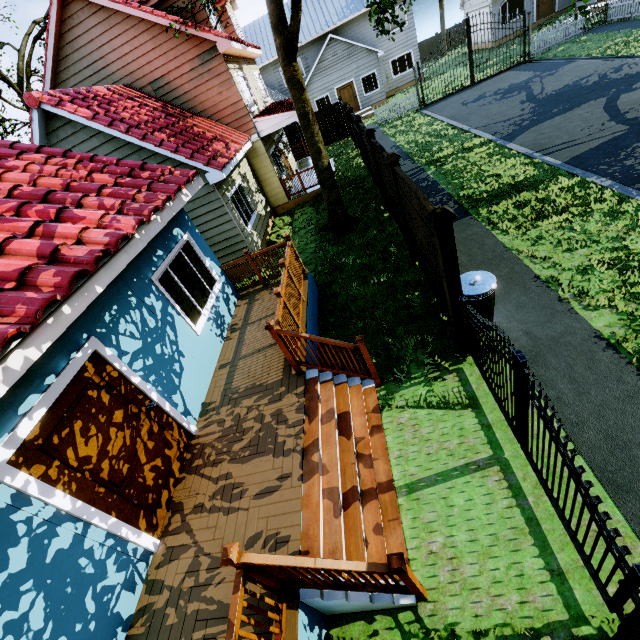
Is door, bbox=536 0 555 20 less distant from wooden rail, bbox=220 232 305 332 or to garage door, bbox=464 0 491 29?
garage door, bbox=464 0 491 29

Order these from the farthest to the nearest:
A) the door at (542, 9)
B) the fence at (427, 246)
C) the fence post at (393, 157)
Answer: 1. the door at (542, 9)
2. the fence post at (393, 157)
3. the fence at (427, 246)

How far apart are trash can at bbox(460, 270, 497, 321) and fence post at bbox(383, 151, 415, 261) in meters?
2.3

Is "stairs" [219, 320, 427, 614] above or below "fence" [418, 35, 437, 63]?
below

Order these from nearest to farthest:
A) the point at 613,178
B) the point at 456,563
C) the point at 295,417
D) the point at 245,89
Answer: the point at 456,563, the point at 295,417, the point at 613,178, the point at 245,89

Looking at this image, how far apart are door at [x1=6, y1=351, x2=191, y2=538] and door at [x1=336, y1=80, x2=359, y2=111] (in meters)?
29.51

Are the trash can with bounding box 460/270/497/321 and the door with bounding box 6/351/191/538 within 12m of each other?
yes

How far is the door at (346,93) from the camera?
26.1m
